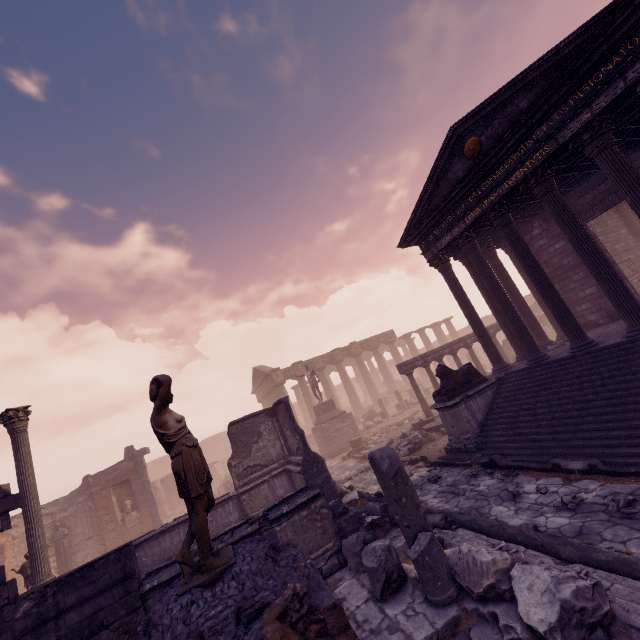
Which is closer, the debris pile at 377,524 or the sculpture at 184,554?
the sculpture at 184,554

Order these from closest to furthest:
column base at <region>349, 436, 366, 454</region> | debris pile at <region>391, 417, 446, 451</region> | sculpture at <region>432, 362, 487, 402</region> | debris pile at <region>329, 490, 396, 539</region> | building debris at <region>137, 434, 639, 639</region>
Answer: building debris at <region>137, 434, 639, 639</region> < debris pile at <region>329, 490, 396, 539</region> < sculpture at <region>432, 362, 487, 402</region> < debris pile at <region>391, 417, 446, 451</region> < column base at <region>349, 436, 366, 454</region>

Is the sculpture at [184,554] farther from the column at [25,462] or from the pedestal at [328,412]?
the pedestal at [328,412]

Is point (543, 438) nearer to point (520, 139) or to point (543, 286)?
point (543, 286)

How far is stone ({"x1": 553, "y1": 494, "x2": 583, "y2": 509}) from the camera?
5.5 meters

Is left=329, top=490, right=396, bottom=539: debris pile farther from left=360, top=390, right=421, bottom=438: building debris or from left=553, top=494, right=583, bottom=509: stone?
left=360, top=390, right=421, bottom=438: building debris

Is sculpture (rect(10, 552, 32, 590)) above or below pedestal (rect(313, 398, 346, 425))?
below

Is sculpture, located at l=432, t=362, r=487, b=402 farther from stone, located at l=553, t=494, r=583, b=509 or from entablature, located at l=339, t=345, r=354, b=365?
entablature, located at l=339, t=345, r=354, b=365
